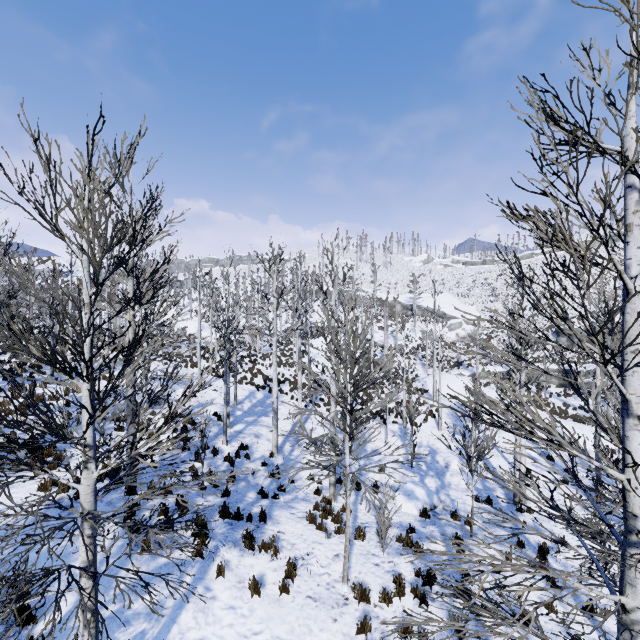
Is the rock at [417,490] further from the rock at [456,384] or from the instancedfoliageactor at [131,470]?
the rock at [456,384]

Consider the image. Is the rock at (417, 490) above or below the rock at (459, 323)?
below

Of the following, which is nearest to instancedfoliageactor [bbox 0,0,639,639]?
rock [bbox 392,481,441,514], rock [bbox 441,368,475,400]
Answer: rock [bbox 392,481,441,514]

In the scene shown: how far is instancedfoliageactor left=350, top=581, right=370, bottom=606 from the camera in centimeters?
688cm

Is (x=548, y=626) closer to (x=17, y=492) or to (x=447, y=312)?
(x=17, y=492)

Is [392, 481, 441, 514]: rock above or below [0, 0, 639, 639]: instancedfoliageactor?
below

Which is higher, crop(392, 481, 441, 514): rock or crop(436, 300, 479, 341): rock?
crop(436, 300, 479, 341): rock

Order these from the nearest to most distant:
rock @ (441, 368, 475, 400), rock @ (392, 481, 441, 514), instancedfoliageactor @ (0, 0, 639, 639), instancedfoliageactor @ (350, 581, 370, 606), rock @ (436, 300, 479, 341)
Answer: instancedfoliageactor @ (0, 0, 639, 639) → instancedfoliageactor @ (350, 581, 370, 606) → rock @ (392, 481, 441, 514) → rock @ (441, 368, 475, 400) → rock @ (436, 300, 479, 341)
